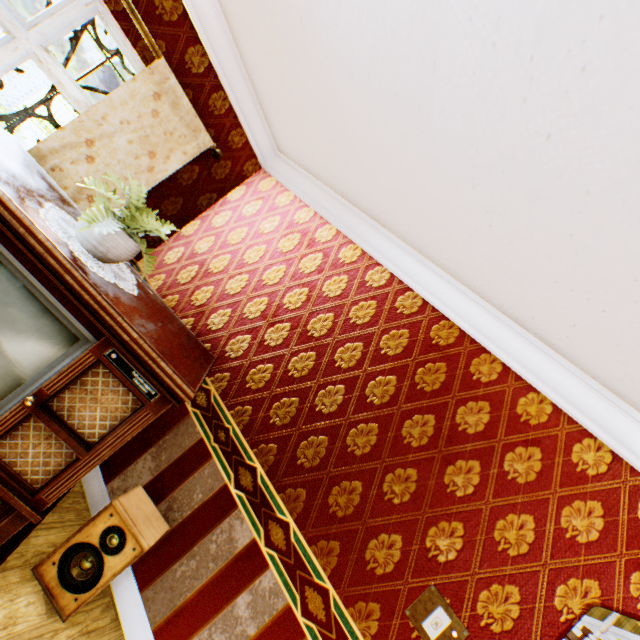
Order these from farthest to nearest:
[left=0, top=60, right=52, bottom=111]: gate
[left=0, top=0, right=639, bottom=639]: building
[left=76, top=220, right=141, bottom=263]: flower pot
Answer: [left=0, top=60, right=52, bottom=111]: gate, [left=76, top=220, right=141, bottom=263]: flower pot, [left=0, top=0, right=639, bottom=639]: building

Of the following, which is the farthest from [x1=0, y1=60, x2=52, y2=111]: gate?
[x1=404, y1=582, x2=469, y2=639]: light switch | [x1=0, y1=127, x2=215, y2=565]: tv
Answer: [x1=404, y1=582, x2=469, y2=639]: light switch

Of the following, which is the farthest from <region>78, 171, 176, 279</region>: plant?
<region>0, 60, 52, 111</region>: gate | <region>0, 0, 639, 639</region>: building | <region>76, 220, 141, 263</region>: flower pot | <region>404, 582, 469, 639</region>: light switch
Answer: <region>0, 60, 52, 111</region>: gate

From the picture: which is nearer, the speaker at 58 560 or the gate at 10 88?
the speaker at 58 560

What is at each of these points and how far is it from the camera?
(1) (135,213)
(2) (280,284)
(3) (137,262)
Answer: (1) plant, 1.9 meters
(2) building, 2.9 meters
(3) building, 3.5 meters

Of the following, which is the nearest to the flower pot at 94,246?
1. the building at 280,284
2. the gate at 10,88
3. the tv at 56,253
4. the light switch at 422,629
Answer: the tv at 56,253

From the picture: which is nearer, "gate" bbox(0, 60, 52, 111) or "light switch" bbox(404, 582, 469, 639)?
"light switch" bbox(404, 582, 469, 639)

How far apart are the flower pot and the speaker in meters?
1.4 m
